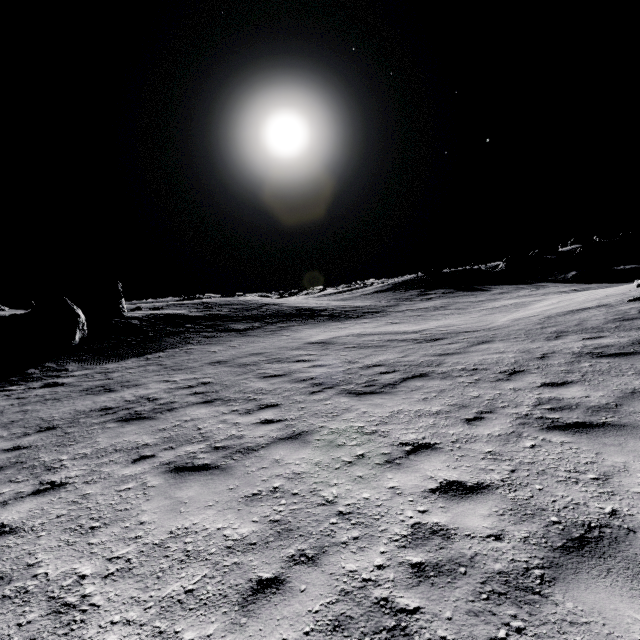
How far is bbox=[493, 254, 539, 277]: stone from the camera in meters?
41.6 m

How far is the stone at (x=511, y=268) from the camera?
41.6 meters

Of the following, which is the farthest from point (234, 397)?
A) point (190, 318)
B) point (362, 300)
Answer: point (362, 300)

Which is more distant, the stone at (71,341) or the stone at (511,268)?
the stone at (511,268)

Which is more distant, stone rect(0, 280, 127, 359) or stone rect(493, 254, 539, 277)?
stone rect(493, 254, 539, 277)
